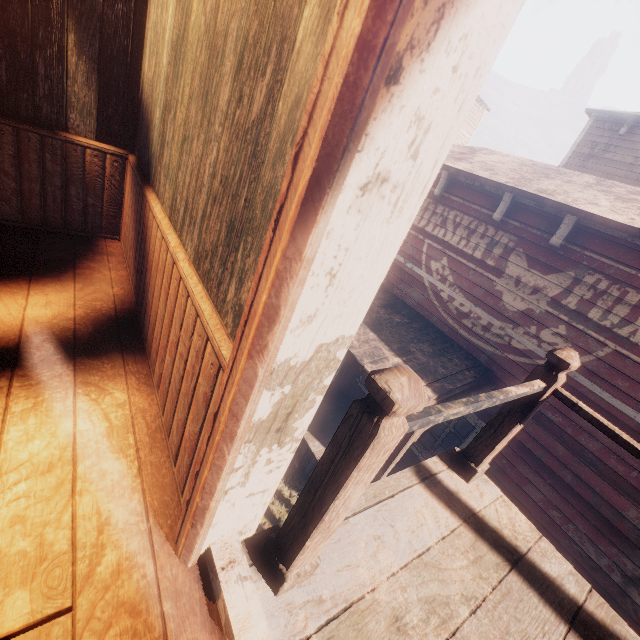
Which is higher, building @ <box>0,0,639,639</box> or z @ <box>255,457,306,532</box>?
building @ <box>0,0,639,639</box>

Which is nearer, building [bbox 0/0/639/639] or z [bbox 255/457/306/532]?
building [bbox 0/0/639/639]

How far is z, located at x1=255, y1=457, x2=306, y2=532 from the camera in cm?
638

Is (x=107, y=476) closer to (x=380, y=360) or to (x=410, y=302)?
(x=380, y=360)

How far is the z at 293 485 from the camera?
6.4m

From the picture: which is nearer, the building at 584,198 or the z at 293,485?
the building at 584,198
